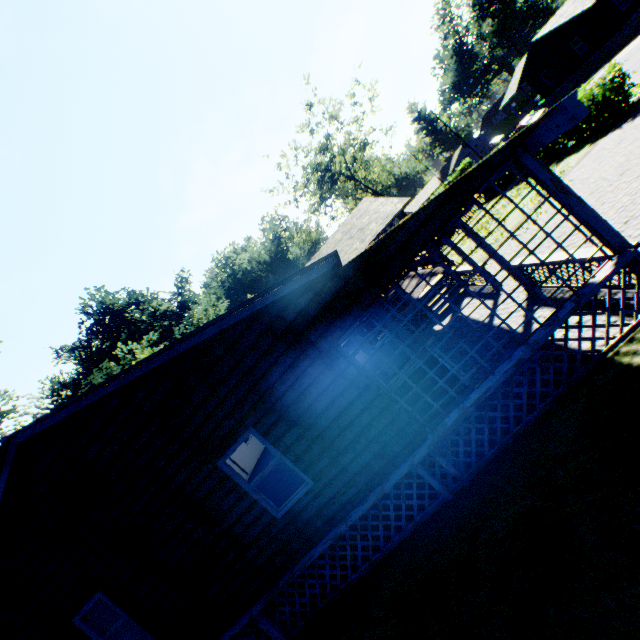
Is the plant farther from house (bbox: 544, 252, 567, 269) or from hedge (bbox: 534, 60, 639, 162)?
hedge (bbox: 534, 60, 639, 162)

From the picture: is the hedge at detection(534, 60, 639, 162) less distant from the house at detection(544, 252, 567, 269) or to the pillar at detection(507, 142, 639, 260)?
the house at detection(544, 252, 567, 269)

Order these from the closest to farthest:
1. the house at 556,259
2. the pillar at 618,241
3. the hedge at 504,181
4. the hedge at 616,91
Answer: the pillar at 618,241
the house at 556,259
the hedge at 616,91
the hedge at 504,181

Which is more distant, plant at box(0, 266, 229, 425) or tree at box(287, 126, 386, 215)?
tree at box(287, 126, 386, 215)

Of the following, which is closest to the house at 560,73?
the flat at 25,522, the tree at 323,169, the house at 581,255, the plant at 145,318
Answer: the tree at 323,169

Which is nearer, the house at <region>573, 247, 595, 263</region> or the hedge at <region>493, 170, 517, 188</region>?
the house at <region>573, 247, 595, 263</region>

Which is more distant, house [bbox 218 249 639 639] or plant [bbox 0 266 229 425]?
plant [bbox 0 266 229 425]

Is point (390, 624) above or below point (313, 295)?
below
